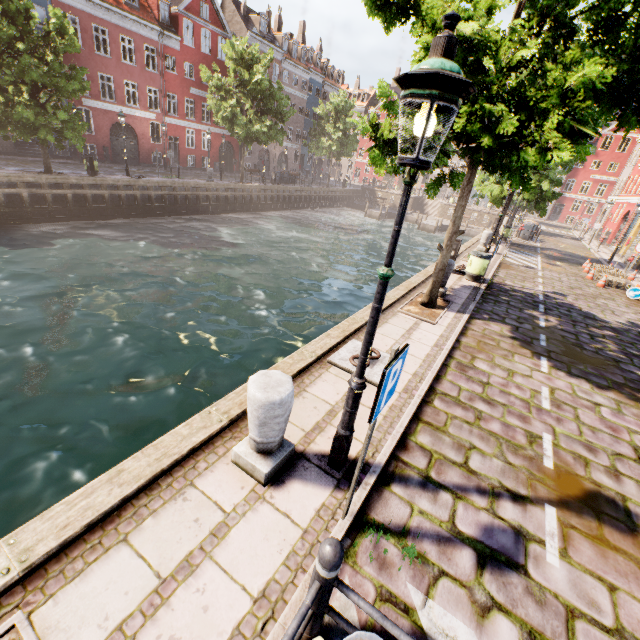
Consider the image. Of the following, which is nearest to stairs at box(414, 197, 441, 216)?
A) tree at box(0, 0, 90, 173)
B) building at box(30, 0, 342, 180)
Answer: tree at box(0, 0, 90, 173)

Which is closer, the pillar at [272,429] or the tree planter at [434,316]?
the pillar at [272,429]

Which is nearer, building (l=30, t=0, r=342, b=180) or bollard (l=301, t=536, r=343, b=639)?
bollard (l=301, t=536, r=343, b=639)

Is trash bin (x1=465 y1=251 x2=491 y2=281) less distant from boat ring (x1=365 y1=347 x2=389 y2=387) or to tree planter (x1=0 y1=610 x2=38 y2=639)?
boat ring (x1=365 y1=347 x2=389 y2=387)

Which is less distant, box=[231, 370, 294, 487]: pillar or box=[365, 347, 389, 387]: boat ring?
box=[231, 370, 294, 487]: pillar

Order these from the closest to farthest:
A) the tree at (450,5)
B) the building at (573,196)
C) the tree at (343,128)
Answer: the tree at (450,5) → the tree at (343,128) → the building at (573,196)

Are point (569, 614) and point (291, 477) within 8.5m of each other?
yes

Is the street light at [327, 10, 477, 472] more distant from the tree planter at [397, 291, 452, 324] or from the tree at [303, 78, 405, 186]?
the tree planter at [397, 291, 452, 324]
